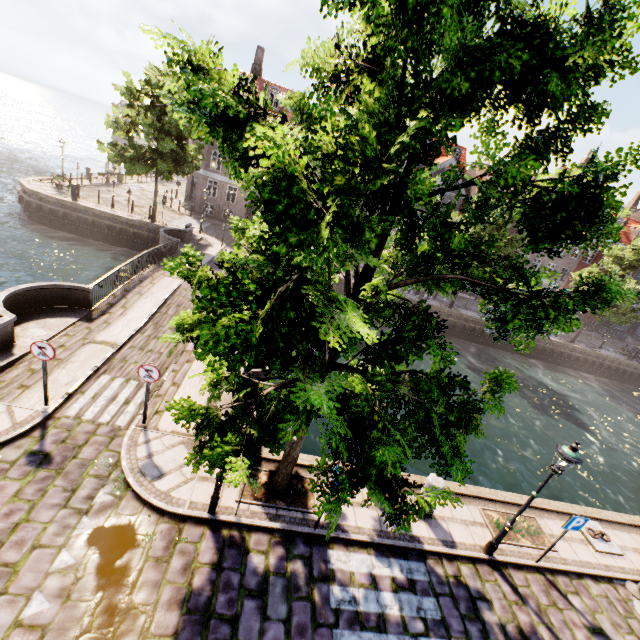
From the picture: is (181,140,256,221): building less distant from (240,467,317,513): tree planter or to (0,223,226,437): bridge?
(0,223,226,437): bridge

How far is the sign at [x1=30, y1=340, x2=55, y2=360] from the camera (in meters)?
7.44

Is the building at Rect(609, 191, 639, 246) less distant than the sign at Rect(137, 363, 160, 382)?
No

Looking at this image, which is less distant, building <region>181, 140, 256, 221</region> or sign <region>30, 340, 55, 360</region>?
sign <region>30, 340, 55, 360</region>

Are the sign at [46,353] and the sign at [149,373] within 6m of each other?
yes

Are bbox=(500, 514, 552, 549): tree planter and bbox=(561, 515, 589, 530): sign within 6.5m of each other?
yes

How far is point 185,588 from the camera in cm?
584

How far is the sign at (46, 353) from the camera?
7.4 meters
